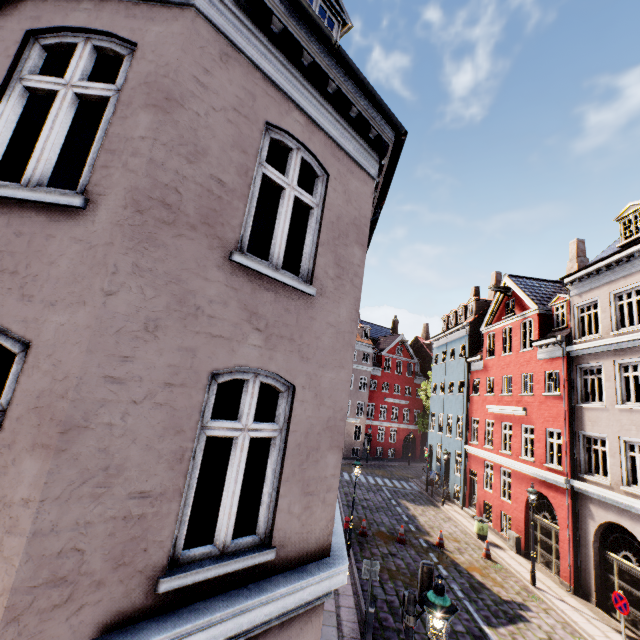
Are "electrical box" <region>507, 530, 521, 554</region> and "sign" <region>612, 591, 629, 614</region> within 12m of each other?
yes

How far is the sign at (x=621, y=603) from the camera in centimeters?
945cm

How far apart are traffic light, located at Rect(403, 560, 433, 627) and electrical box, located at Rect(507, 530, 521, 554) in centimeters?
1445cm

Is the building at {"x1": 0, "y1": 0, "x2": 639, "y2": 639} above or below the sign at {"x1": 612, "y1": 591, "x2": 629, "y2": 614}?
above

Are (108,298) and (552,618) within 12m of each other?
no

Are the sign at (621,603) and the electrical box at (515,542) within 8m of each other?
yes

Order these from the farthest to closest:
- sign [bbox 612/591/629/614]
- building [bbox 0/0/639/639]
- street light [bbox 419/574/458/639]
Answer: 1. sign [bbox 612/591/629/614]
2. street light [bbox 419/574/458/639]
3. building [bbox 0/0/639/639]

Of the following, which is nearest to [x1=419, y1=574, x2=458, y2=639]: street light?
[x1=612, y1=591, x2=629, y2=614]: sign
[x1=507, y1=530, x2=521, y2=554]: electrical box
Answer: [x1=612, y1=591, x2=629, y2=614]: sign
